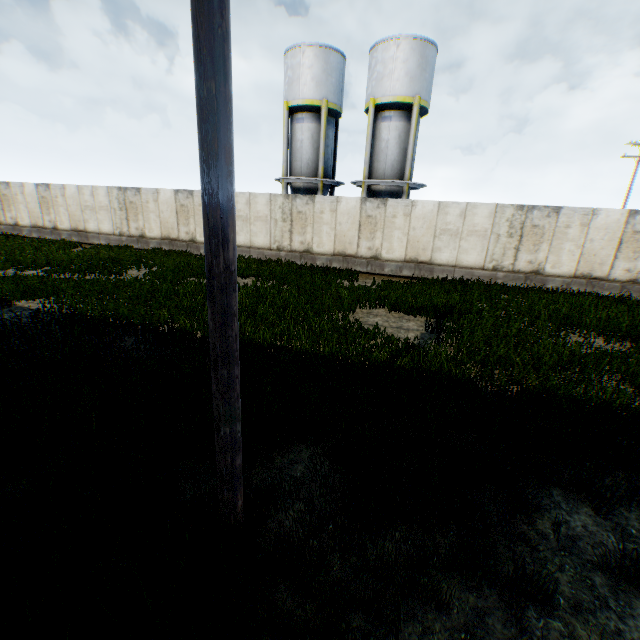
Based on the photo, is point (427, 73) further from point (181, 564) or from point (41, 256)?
point (181, 564)

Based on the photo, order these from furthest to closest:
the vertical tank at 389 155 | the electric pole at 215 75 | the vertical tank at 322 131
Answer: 1. the vertical tank at 322 131
2. the vertical tank at 389 155
3. the electric pole at 215 75

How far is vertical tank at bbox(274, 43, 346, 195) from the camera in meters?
19.9

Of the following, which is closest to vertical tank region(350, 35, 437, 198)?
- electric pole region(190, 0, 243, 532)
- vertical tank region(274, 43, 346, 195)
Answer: vertical tank region(274, 43, 346, 195)

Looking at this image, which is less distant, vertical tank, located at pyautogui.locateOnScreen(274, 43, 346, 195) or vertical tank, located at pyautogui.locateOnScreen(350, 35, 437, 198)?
vertical tank, located at pyautogui.locateOnScreen(350, 35, 437, 198)

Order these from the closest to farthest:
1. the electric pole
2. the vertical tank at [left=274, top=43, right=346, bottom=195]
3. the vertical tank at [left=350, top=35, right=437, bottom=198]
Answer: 1. the electric pole
2. the vertical tank at [left=350, top=35, right=437, bottom=198]
3. the vertical tank at [left=274, top=43, right=346, bottom=195]

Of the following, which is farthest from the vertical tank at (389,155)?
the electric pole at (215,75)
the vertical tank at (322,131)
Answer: the electric pole at (215,75)

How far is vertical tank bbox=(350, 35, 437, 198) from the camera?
18.5 meters
